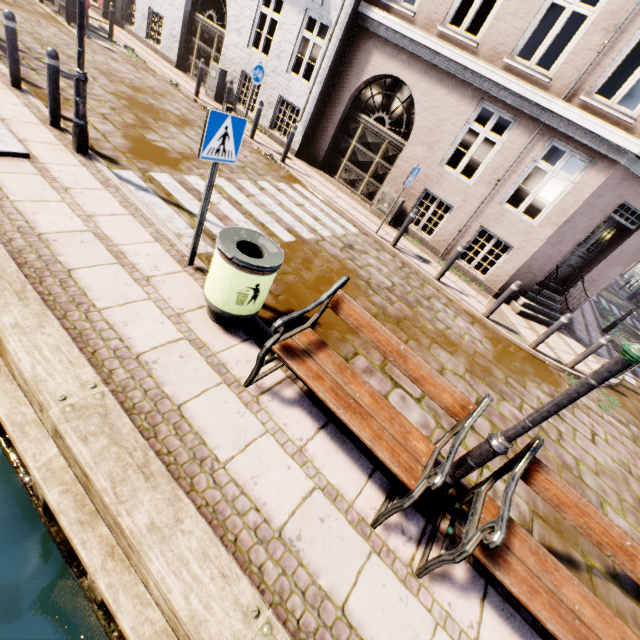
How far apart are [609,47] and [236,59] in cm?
1092

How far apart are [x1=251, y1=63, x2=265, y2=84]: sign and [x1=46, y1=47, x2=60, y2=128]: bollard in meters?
5.8

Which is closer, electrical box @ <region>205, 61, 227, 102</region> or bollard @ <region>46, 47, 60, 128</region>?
bollard @ <region>46, 47, 60, 128</region>

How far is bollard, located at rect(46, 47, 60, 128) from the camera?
4.9m

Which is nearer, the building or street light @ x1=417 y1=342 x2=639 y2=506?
street light @ x1=417 y1=342 x2=639 y2=506

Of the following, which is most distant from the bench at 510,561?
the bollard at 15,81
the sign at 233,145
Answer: the bollard at 15,81

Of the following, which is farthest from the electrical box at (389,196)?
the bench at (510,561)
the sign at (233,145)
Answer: the bench at (510,561)

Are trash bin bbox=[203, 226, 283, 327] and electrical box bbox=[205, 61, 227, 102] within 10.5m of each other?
no
